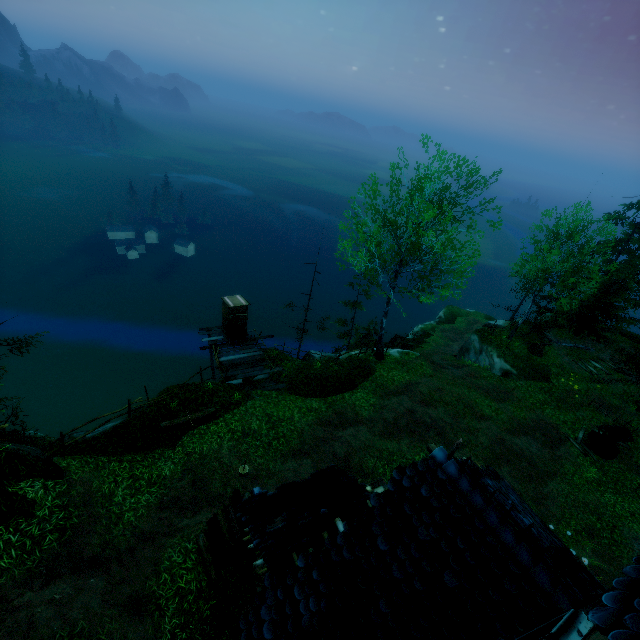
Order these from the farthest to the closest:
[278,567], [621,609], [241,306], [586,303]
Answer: [586,303] → [241,306] → [278,567] → [621,609]

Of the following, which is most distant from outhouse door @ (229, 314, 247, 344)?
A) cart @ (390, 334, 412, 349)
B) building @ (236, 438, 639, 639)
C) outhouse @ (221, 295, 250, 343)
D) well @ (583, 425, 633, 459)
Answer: well @ (583, 425, 633, 459)

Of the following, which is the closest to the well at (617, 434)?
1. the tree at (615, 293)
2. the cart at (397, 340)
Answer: the tree at (615, 293)

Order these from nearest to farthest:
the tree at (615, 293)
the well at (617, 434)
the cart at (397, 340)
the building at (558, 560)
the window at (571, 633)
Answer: the window at (571, 633)
the building at (558, 560)
the well at (617, 434)
the tree at (615, 293)
the cart at (397, 340)

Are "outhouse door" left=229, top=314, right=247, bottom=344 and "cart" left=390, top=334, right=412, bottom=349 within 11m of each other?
no

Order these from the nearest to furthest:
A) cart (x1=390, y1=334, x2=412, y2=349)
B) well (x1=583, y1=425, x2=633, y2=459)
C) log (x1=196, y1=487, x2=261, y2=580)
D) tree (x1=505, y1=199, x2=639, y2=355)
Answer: log (x1=196, y1=487, x2=261, y2=580) → well (x1=583, y1=425, x2=633, y2=459) → tree (x1=505, y1=199, x2=639, y2=355) → cart (x1=390, y1=334, x2=412, y2=349)

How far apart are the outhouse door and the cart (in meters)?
12.97

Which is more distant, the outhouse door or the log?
the outhouse door
